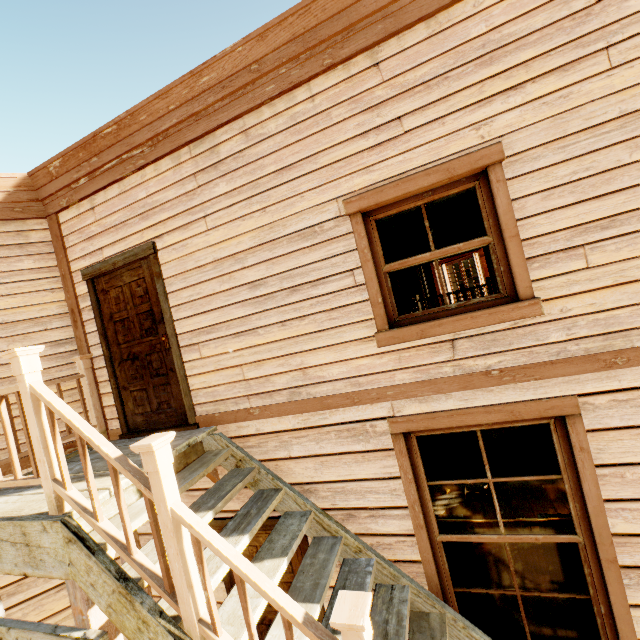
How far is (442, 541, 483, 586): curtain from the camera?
3.0m

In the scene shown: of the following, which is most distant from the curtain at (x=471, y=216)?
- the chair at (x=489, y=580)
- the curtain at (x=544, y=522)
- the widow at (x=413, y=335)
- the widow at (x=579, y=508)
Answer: the chair at (x=489, y=580)

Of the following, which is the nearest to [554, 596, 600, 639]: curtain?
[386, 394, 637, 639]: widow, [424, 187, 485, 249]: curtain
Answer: Result: [386, 394, 637, 639]: widow

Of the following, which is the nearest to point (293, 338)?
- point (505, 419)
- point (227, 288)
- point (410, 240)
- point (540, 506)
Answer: point (227, 288)

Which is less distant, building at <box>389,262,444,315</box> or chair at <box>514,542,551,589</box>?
chair at <box>514,542,551,589</box>

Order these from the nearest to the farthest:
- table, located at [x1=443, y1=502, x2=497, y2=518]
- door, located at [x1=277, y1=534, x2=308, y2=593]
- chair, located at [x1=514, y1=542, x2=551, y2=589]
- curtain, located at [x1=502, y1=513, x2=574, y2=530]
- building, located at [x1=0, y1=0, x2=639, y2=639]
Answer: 1. building, located at [x1=0, y1=0, x2=639, y2=639]
2. curtain, located at [x1=502, y1=513, x2=574, y2=530]
3. door, located at [x1=277, y1=534, x2=308, y2=593]
4. chair, located at [x1=514, y1=542, x2=551, y2=589]
5. table, located at [x1=443, y1=502, x2=497, y2=518]

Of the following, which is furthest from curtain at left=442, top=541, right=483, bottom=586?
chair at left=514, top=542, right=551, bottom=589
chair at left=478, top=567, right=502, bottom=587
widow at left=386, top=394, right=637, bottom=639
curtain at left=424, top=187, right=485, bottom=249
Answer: curtain at left=424, top=187, right=485, bottom=249

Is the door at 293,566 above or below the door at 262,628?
above
